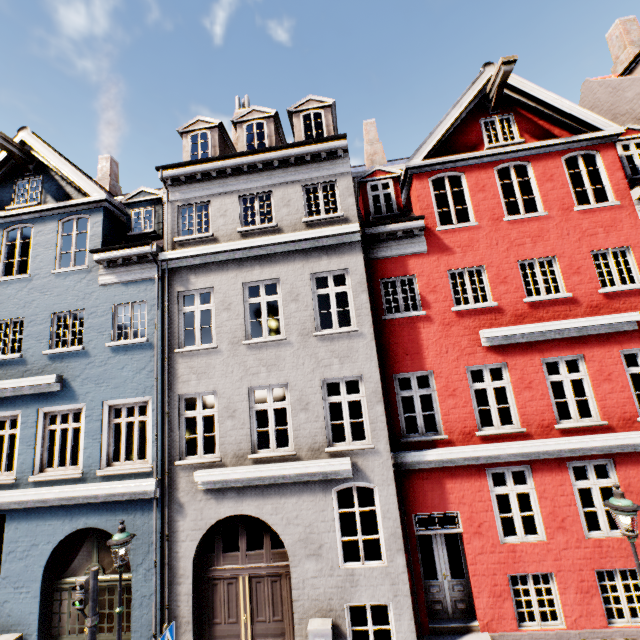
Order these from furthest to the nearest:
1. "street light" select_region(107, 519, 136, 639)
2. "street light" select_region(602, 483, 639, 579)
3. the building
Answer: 1. the building
2. "street light" select_region(107, 519, 136, 639)
3. "street light" select_region(602, 483, 639, 579)

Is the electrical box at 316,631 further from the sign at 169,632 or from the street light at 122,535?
the street light at 122,535

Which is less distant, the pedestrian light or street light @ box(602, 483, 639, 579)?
street light @ box(602, 483, 639, 579)

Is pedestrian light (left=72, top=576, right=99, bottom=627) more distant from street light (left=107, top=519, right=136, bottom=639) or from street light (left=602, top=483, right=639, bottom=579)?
street light (left=602, top=483, right=639, bottom=579)

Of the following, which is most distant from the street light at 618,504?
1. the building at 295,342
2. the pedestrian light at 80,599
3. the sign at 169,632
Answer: the pedestrian light at 80,599

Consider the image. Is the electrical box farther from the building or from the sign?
the sign

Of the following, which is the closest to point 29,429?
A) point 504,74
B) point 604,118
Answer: point 504,74

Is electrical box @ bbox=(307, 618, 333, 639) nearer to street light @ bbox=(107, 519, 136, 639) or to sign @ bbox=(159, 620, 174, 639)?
sign @ bbox=(159, 620, 174, 639)
